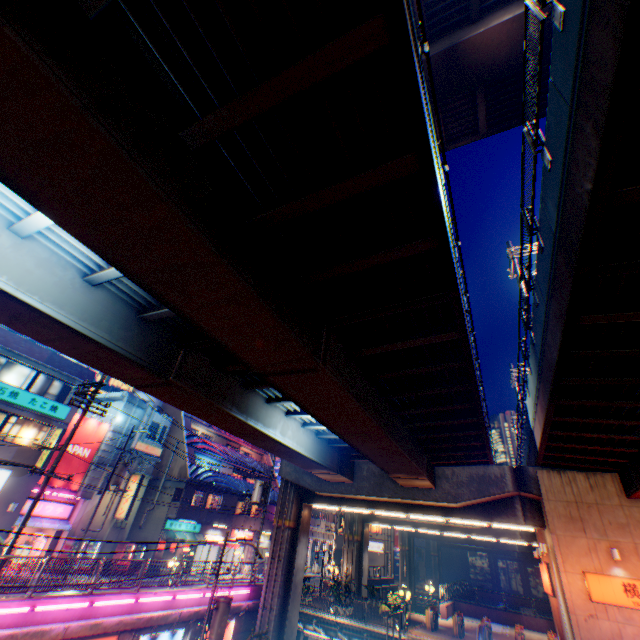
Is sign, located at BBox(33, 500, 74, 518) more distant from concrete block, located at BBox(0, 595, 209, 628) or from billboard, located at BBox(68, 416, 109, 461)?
concrete block, located at BBox(0, 595, 209, 628)

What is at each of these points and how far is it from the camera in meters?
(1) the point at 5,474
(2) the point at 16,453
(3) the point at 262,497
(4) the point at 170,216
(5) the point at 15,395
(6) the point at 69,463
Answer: (1) sign, 19.8 m
(2) building, 20.3 m
(3) electric pole, 26.9 m
(4) overpass support, 4.7 m
(5) sign, 20.6 m
(6) billboard, 24.0 m

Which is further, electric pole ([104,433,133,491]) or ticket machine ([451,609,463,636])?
electric pole ([104,433,133,491])

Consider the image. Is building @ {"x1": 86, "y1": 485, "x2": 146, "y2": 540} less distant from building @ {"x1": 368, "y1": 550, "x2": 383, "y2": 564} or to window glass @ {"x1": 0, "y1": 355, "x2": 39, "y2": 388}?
window glass @ {"x1": 0, "y1": 355, "x2": 39, "y2": 388}

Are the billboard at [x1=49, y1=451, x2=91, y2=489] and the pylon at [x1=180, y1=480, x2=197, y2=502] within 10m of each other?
yes

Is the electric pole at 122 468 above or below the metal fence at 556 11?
below

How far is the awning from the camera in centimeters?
2796cm

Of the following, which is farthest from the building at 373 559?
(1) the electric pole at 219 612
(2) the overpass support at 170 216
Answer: (1) the electric pole at 219 612
